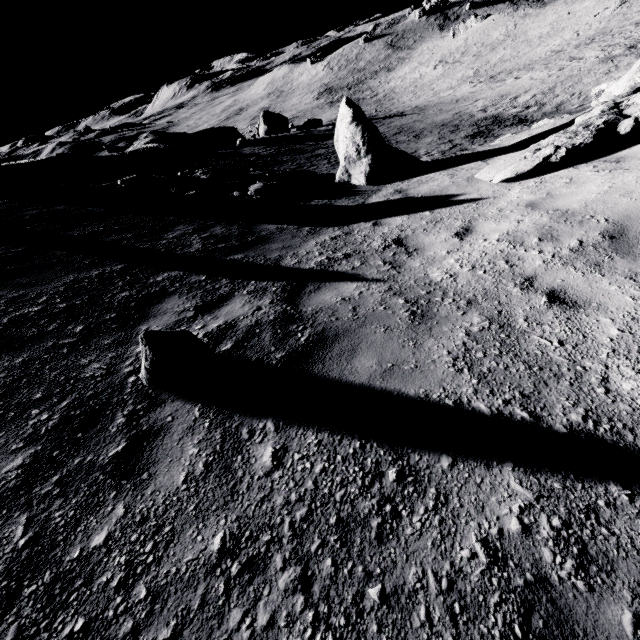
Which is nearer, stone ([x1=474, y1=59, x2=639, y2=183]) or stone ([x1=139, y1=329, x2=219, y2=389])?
stone ([x1=139, y1=329, x2=219, y2=389])

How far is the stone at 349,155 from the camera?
10.5 meters

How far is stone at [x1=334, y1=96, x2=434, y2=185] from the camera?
10.5m

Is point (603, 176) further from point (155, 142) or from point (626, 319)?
point (155, 142)

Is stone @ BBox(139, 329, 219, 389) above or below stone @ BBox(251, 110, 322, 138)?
above

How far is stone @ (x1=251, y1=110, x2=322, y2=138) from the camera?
36.0 meters

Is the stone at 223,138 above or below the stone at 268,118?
above

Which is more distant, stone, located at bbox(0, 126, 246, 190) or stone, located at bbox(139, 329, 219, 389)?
stone, located at bbox(0, 126, 246, 190)
